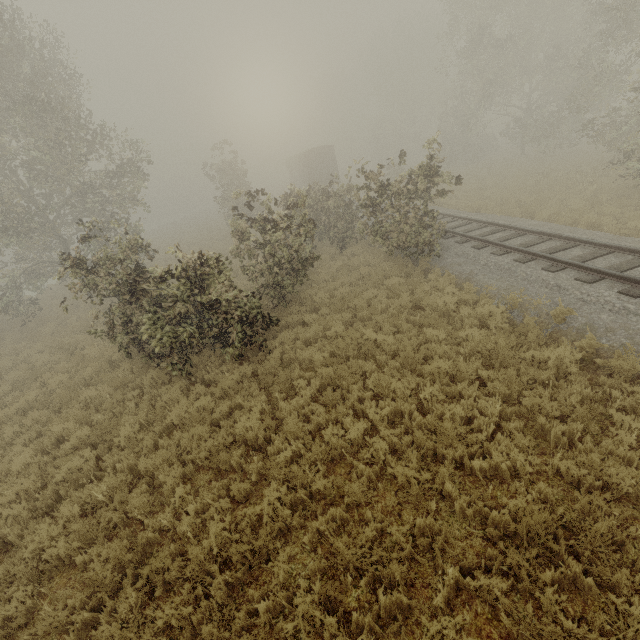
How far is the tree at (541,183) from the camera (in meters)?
18.14

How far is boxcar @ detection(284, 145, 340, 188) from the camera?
34.1 meters

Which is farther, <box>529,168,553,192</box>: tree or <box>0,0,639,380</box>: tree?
<box>529,168,553,192</box>: tree

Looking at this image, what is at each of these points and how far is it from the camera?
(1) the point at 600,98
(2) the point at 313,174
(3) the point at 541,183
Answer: (1) tree, 18.25m
(2) boxcar, 34.84m
(3) tree, 18.94m

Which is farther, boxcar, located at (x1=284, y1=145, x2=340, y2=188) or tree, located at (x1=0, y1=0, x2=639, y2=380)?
boxcar, located at (x1=284, y1=145, x2=340, y2=188)

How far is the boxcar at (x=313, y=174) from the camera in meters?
34.1

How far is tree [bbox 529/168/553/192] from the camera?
18.1 meters
